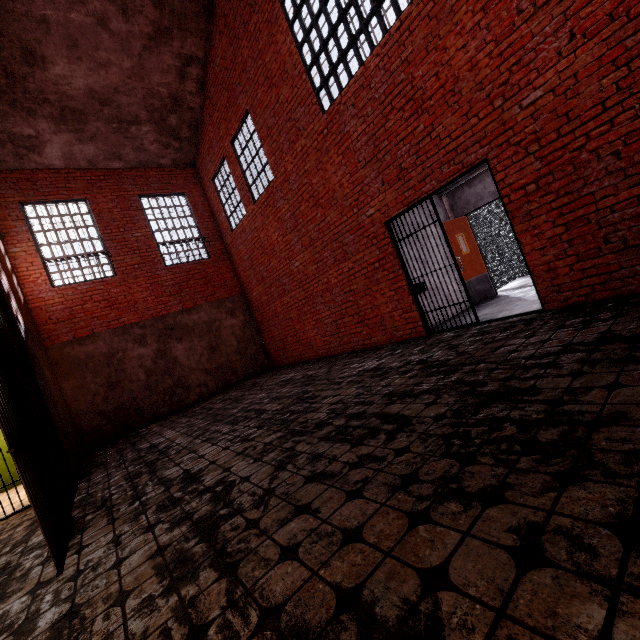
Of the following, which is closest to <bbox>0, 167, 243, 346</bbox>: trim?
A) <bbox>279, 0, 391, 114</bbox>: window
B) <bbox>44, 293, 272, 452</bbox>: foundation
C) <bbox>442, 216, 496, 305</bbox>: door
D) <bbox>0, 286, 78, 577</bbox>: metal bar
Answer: <bbox>44, 293, 272, 452</bbox>: foundation

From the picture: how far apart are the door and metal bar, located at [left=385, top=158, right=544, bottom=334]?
2.02m

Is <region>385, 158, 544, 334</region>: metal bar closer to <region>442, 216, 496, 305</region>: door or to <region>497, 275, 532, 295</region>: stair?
<region>442, 216, 496, 305</region>: door

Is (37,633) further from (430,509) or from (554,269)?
(554,269)

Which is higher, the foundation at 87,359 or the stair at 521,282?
the foundation at 87,359

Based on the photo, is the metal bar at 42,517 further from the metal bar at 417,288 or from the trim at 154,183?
the metal bar at 417,288

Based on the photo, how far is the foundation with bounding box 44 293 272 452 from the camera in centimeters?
865cm

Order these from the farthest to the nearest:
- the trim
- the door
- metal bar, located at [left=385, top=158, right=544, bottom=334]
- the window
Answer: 1. the trim
2. the door
3. the window
4. metal bar, located at [left=385, top=158, right=544, bottom=334]
